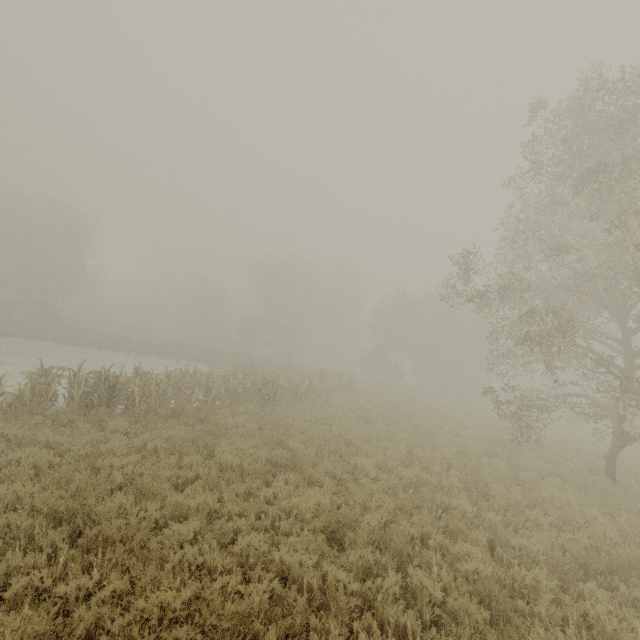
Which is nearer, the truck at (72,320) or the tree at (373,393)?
the tree at (373,393)

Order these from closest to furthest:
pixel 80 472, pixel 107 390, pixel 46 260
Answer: pixel 80 472
pixel 107 390
pixel 46 260

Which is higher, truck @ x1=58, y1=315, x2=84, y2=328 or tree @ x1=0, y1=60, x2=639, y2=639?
truck @ x1=58, y1=315, x2=84, y2=328

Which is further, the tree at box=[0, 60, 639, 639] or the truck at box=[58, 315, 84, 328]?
the truck at box=[58, 315, 84, 328]

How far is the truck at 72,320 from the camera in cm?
5671

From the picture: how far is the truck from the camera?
56.71m
